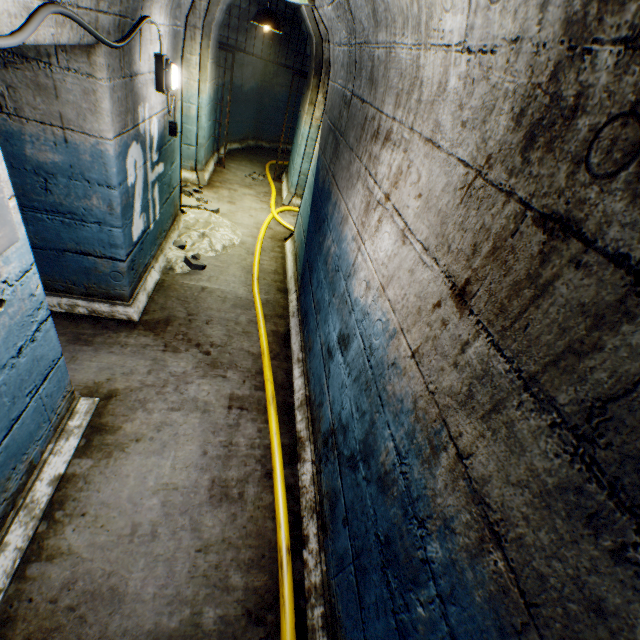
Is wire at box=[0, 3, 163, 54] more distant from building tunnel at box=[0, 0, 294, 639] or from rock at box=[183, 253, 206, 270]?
rock at box=[183, 253, 206, 270]

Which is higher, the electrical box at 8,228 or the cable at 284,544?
the electrical box at 8,228

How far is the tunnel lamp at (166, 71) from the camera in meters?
2.8 m

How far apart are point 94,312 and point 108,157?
1.4m

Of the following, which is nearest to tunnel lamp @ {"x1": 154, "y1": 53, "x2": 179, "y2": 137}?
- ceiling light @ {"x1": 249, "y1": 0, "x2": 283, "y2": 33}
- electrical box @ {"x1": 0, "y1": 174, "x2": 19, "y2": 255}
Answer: ceiling light @ {"x1": 249, "y1": 0, "x2": 283, "y2": 33}

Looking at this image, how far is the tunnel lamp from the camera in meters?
2.8

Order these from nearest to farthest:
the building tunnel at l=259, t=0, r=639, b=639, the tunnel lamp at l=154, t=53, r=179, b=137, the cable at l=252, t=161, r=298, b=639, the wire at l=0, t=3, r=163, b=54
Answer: the building tunnel at l=259, t=0, r=639, b=639 → the wire at l=0, t=3, r=163, b=54 → the cable at l=252, t=161, r=298, b=639 → the tunnel lamp at l=154, t=53, r=179, b=137

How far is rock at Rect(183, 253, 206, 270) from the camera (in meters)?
3.96
